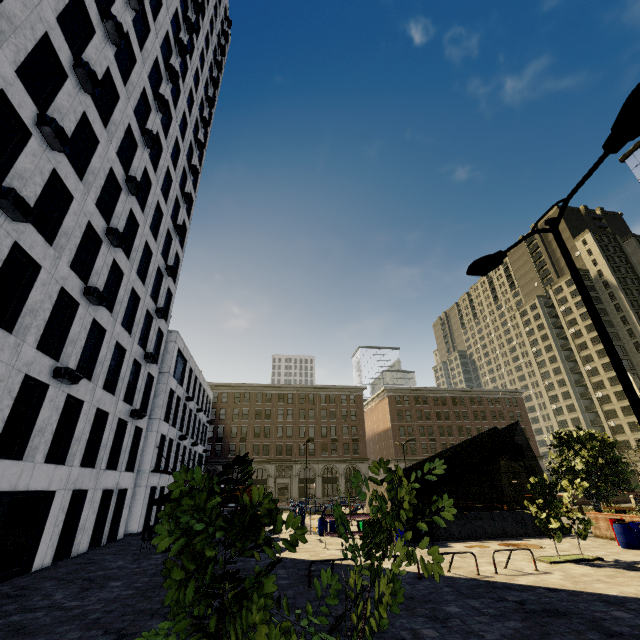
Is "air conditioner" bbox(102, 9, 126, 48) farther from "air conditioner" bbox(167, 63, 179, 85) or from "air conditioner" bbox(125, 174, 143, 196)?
"air conditioner" bbox(167, 63, 179, 85)

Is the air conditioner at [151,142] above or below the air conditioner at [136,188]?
above

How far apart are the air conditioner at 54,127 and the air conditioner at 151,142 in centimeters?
921cm

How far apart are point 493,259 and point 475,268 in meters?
0.5

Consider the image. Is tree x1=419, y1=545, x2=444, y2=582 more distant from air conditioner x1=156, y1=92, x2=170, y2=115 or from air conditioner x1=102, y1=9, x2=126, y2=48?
air conditioner x1=156, y1=92, x2=170, y2=115

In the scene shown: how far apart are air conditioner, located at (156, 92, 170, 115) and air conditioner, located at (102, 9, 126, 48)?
5.8m

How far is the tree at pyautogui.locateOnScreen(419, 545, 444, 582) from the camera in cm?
276

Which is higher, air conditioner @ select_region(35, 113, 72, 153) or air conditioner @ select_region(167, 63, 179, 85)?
air conditioner @ select_region(167, 63, 179, 85)
